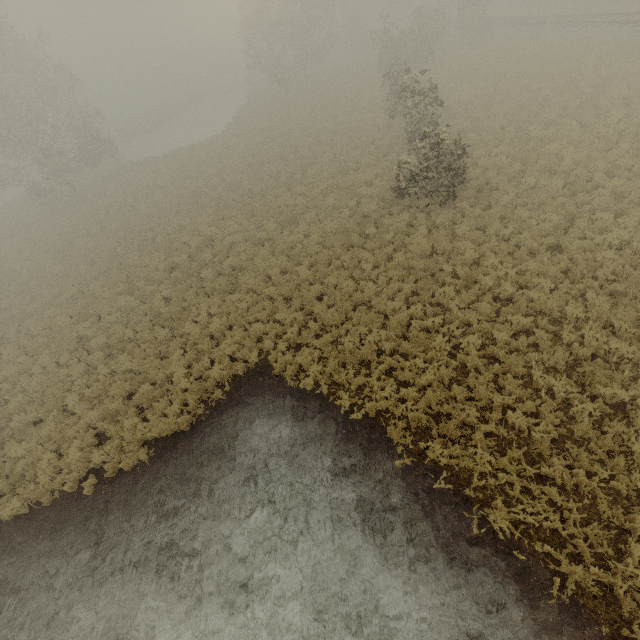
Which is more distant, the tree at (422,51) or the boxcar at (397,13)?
the boxcar at (397,13)

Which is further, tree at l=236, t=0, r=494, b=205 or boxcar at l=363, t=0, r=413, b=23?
boxcar at l=363, t=0, r=413, b=23

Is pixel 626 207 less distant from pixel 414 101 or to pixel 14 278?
pixel 414 101
